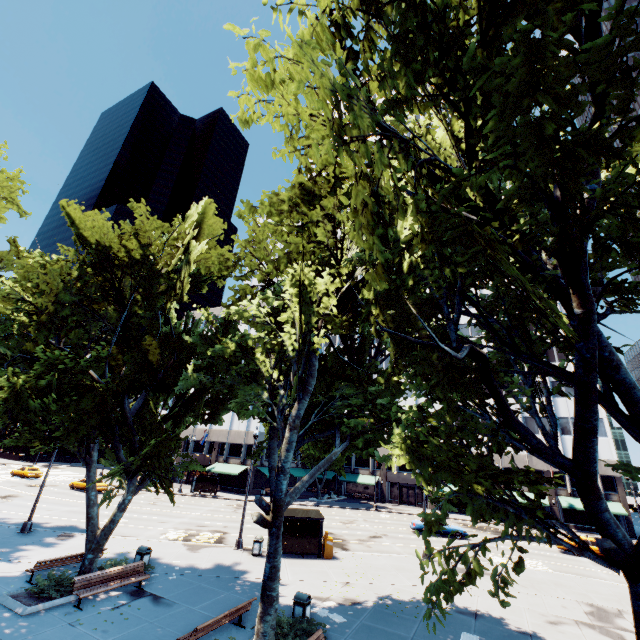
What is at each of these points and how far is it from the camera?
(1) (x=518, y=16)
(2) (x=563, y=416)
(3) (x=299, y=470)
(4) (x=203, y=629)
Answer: (1) tree, 5.69m
(2) building, 47.78m
(3) building, 59.50m
(4) bench, 9.88m

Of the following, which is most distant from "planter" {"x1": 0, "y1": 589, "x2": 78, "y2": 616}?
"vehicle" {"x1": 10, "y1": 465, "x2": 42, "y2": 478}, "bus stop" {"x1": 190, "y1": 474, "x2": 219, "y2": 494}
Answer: "vehicle" {"x1": 10, "y1": 465, "x2": 42, "y2": 478}

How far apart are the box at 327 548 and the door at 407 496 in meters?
Answer: 37.3

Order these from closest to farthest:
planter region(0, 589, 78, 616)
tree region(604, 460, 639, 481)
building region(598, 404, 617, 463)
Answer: tree region(604, 460, 639, 481)
planter region(0, 589, 78, 616)
building region(598, 404, 617, 463)

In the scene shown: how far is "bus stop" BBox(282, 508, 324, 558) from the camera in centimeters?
2019cm

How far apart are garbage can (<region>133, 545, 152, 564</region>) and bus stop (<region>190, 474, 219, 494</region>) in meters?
29.3

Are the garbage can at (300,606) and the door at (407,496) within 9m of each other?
no

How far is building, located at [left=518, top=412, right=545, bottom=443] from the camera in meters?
48.1 m
